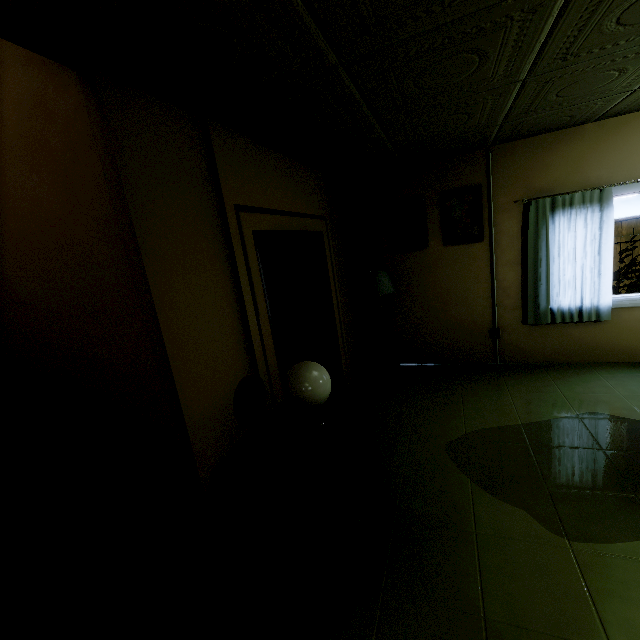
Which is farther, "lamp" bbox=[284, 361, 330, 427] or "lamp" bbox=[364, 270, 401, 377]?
"lamp" bbox=[364, 270, 401, 377]

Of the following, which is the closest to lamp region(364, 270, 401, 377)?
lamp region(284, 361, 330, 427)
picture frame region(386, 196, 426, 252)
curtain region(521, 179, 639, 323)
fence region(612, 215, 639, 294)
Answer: picture frame region(386, 196, 426, 252)

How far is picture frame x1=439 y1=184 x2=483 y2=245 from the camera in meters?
4.1

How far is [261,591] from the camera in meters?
1.9 m

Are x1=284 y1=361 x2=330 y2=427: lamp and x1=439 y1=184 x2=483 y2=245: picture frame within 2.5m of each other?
no

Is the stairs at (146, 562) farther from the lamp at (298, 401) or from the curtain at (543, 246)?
the curtain at (543, 246)

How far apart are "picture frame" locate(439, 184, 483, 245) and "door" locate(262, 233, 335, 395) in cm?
179

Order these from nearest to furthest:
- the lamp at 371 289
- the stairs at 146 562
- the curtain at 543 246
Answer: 1. the stairs at 146 562
2. the curtain at 543 246
3. the lamp at 371 289
